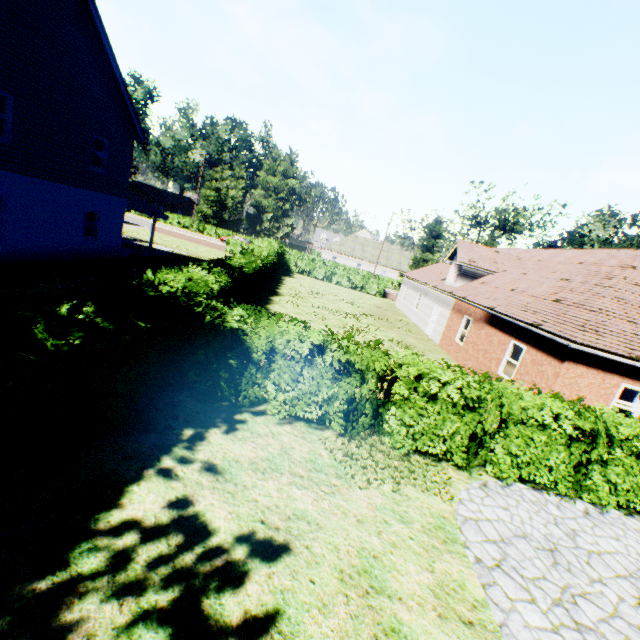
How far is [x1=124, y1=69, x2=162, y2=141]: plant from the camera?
53.59m

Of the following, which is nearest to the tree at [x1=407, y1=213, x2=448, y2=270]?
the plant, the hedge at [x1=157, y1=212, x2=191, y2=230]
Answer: the hedge at [x1=157, y1=212, x2=191, y2=230]

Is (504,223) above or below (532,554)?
above

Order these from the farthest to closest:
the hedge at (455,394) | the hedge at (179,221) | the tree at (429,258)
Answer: the hedge at (179,221) < the tree at (429,258) < the hedge at (455,394)

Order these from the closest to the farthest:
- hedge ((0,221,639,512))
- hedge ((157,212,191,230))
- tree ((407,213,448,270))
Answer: hedge ((0,221,639,512)) < tree ((407,213,448,270)) < hedge ((157,212,191,230))

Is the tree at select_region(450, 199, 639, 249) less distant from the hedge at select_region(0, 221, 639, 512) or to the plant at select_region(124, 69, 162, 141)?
the hedge at select_region(0, 221, 639, 512)

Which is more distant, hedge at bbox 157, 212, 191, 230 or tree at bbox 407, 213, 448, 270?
hedge at bbox 157, 212, 191, 230

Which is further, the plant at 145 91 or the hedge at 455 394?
the plant at 145 91
